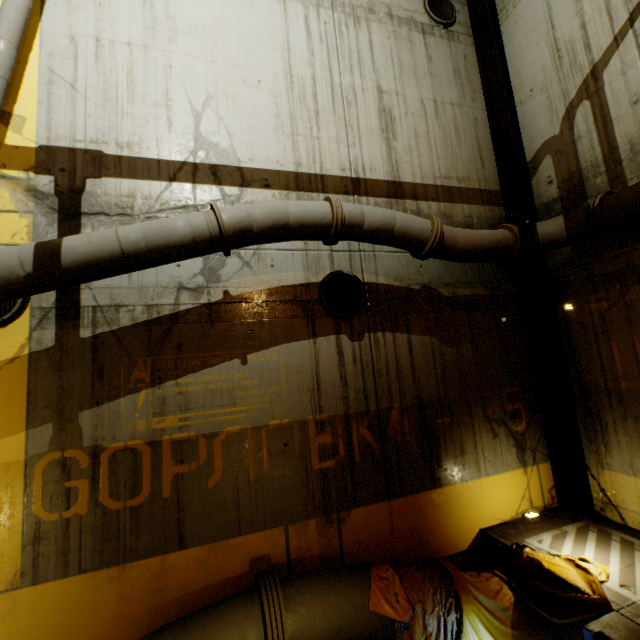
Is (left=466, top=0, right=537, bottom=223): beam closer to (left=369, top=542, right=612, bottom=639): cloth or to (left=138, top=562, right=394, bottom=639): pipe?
(left=138, top=562, right=394, bottom=639): pipe

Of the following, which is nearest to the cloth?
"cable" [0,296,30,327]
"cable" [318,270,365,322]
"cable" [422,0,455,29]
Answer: "cable" [318,270,365,322]

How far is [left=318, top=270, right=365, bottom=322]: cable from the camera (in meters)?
5.17

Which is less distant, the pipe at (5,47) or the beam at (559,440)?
the pipe at (5,47)

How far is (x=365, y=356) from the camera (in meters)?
5.27

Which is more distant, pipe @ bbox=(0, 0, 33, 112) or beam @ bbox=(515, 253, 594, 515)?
beam @ bbox=(515, 253, 594, 515)
